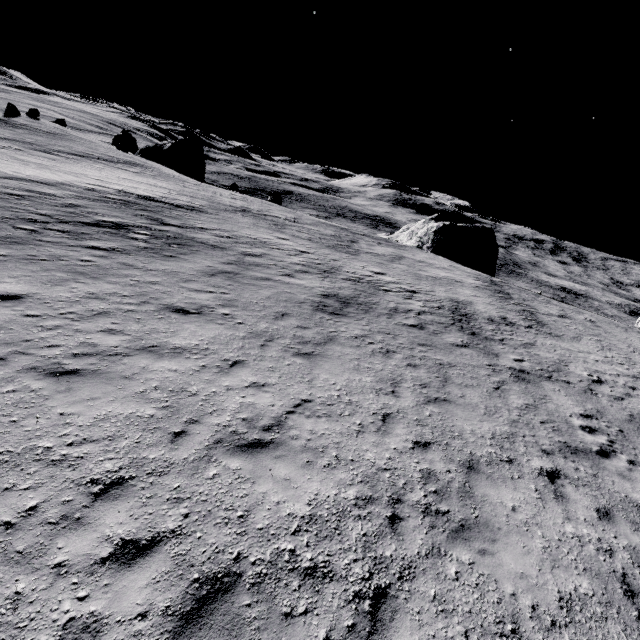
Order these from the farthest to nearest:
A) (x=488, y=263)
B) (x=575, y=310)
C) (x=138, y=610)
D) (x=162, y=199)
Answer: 1. (x=488, y=263)
2. (x=575, y=310)
3. (x=162, y=199)
4. (x=138, y=610)

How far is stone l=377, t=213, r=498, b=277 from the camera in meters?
42.1 m

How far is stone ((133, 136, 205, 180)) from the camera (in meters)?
52.58

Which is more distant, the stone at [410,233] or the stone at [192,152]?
the stone at [192,152]

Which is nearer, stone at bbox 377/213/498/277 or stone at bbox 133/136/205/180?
stone at bbox 377/213/498/277

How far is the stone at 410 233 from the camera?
42.1 meters
